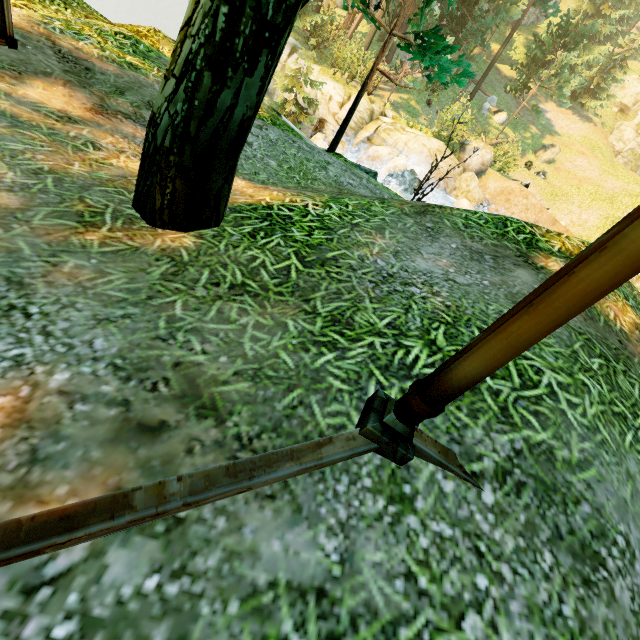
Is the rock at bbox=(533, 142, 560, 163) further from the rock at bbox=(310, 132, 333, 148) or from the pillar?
the pillar

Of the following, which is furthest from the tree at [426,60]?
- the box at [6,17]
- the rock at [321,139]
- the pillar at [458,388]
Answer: the rock at [321,139]

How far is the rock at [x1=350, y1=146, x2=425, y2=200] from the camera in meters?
12.7 m

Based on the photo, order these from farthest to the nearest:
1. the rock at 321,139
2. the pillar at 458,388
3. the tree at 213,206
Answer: the rock at 321,139 → the tree at 213,206 → the pillar at 458,388

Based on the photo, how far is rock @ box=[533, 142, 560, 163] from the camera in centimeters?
2664cm

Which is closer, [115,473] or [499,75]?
[115,473]

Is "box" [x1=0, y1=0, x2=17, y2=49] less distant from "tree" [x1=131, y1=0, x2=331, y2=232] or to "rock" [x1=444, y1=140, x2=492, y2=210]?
"tree" [x1=131, y1=0, x2=331, y2=232]

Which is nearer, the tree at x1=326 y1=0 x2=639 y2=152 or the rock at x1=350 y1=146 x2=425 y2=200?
the tree at x1=326 y1=0 x2=639 y2=152
